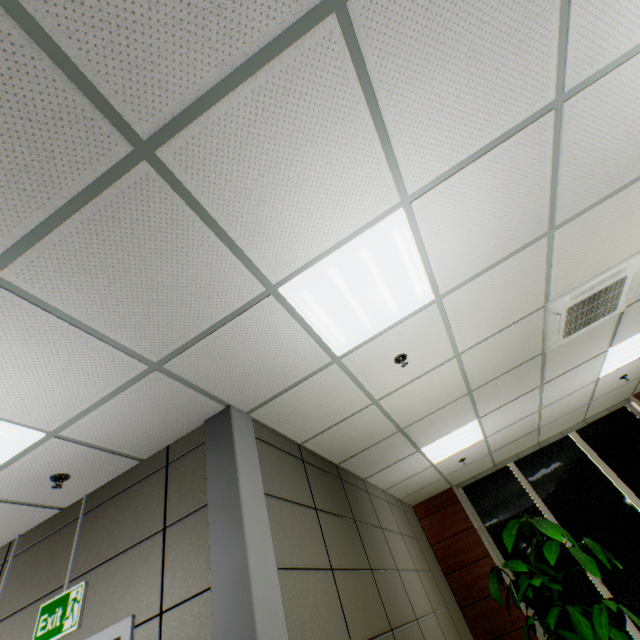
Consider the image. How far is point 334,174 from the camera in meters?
1.7

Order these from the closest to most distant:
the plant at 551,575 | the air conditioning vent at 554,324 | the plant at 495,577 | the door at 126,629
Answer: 1. the door at 126,629
2. the air conditioning vent at 554,324
3. the plant at 551,575
4. the plant at 495,577

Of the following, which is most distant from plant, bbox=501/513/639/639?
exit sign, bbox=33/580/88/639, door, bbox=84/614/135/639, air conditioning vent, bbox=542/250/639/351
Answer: exit sign, bbox=33/580/88/639

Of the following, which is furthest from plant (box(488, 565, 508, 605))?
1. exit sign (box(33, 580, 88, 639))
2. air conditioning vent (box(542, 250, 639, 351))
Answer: exit sign (box(33, 580, 88, 639))

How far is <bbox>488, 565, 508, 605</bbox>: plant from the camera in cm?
493

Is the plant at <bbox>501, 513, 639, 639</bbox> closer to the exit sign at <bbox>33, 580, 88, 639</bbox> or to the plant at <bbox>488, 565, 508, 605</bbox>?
the plant at <bbox>488, 565, 508, 605</bbox>

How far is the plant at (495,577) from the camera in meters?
4.9

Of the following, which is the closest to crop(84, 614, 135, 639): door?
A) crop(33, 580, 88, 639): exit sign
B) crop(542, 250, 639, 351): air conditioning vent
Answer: crop(33, 580, 88, 639): exit sign
